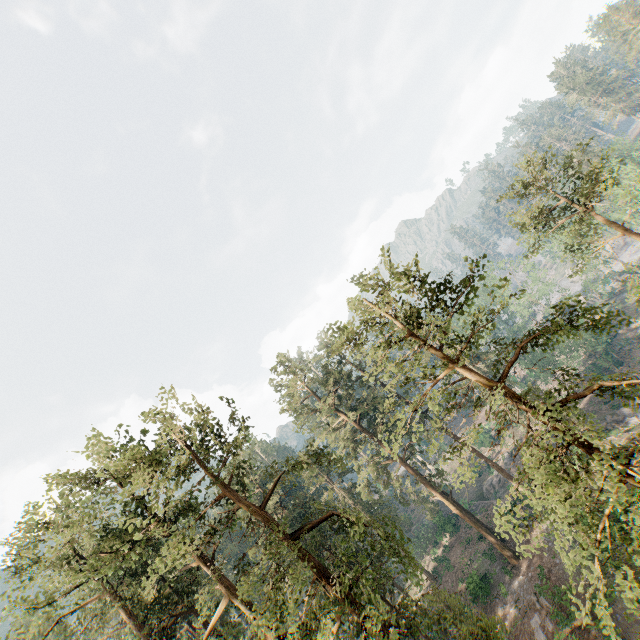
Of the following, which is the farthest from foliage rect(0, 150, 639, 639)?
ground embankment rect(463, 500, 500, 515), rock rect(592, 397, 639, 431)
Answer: ground embankment rect(463, 500, 500, 515)

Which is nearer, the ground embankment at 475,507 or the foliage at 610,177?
the foliage at 610,177

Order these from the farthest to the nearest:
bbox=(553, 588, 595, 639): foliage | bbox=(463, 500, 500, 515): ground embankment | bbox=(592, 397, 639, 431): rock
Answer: bbox=(463, 500, 500, 515): ground embankment → bbox=(592, 397, 639, 431): rock → bbox=(553, 588, 595, 639): foliage

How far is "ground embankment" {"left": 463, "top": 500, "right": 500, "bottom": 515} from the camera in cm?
4138

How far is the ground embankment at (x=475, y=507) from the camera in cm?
4138

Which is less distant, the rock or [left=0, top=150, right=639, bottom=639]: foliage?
[left=0, top=150, right=639, bottom=639]: foliage

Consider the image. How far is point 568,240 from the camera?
25.61m

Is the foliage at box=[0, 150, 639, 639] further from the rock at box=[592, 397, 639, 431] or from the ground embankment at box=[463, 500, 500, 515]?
the ground embankment at box=[463, 500, 500, 515]
